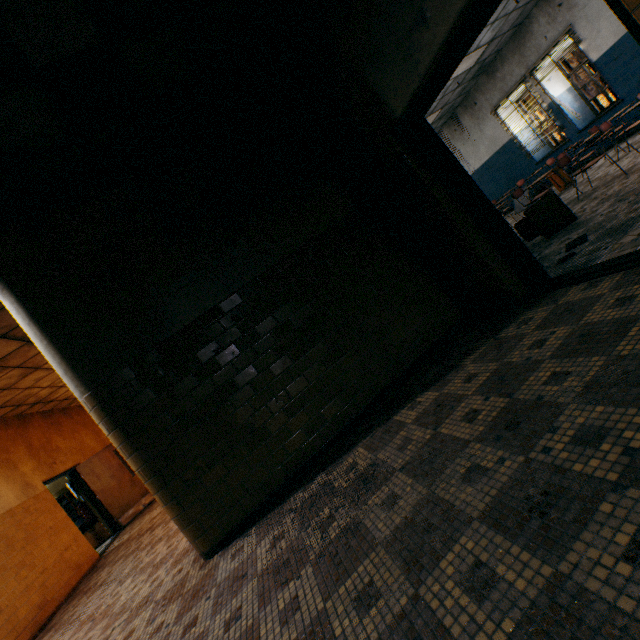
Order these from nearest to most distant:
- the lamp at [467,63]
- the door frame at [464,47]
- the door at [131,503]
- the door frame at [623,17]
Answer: the door frame at [623,17]
the door frame at [464,47]
the lamp at [467,63]
the door at [131,503]

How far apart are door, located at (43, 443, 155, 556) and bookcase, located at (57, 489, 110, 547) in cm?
58

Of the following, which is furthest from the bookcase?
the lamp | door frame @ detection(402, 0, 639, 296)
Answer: the lamp

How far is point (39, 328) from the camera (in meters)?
3.12

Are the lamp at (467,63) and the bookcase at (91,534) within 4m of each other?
no

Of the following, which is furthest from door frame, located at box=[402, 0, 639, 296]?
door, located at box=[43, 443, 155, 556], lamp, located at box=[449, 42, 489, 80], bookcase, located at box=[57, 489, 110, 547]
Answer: bookcase, located at box=[57, 489, 110, 547]

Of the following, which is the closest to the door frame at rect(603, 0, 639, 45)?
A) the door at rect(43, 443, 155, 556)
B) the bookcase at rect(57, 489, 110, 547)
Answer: the door at rect(43, 443, 155, 556)
